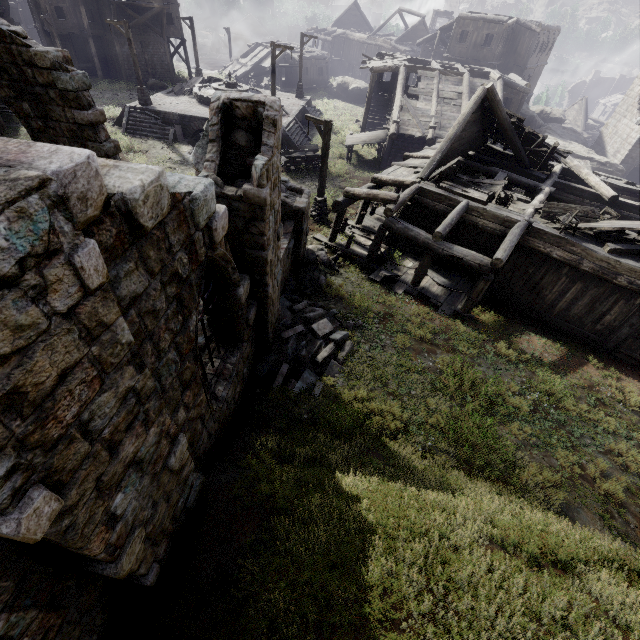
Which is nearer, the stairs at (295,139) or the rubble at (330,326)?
the rubble at (330,326)

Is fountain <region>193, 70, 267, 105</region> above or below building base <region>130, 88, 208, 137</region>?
above

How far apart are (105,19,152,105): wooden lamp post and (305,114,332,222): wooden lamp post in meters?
16.4

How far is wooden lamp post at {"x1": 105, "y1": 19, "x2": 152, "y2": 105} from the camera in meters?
21.3 m

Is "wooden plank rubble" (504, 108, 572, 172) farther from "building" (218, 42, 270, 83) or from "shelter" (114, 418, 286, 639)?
"shelter" (114, 418, 286, 639)

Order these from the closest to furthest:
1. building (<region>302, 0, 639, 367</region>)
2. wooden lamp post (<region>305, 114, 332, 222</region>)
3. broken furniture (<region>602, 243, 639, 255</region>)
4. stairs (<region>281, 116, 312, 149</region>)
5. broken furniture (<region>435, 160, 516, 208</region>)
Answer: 1. broken furniture (<region>602, 243, 639, 255</region>)
2. building (<region>302, 0, 639, 367</region>)
3. broken furniture (<region>435, 160, 516, 208</region>)
4. wooden lamp post (<region>305, 114, 332, 222</region>)
5. stairs (<region>281, 116, 312, 149</region>)

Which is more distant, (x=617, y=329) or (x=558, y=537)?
(x=617, y=329)

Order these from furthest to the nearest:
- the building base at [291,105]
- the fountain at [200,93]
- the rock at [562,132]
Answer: the rock at [562,132]
the fountain at [200,93]
the building base at [291,105]
